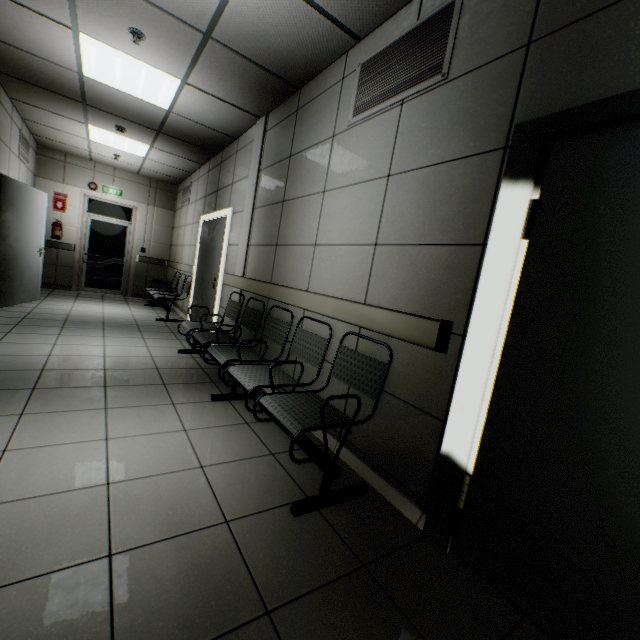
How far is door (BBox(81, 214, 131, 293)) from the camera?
8.4 meters

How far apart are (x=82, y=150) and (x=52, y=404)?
7.3m

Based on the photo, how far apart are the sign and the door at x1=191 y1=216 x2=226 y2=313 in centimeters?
433cm

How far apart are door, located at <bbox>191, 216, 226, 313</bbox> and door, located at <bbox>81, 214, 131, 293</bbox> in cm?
382

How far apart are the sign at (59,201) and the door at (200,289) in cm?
433

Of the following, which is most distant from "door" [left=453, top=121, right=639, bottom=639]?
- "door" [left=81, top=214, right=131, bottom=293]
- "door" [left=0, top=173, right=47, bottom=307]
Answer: "door" [left=81, top=214, right=131, bottom=293]

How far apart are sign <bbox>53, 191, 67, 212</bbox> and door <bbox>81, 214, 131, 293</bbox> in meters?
0.5

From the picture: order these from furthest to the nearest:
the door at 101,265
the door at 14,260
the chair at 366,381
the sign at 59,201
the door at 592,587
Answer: the door at 101,265 < the sign at 59,201 < the door at 14,260 < the chair at 366,381 < the door at 592,587
